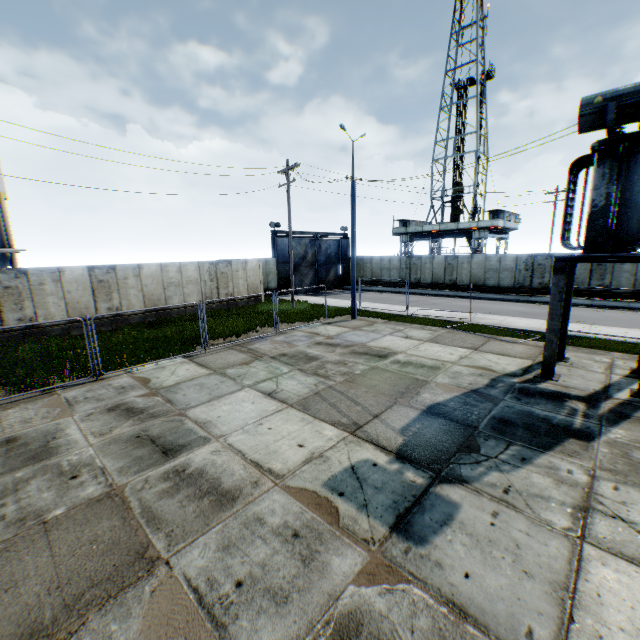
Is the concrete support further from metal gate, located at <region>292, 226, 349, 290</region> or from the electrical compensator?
metal gate, located at <region>292, 226, 349, 290</region>

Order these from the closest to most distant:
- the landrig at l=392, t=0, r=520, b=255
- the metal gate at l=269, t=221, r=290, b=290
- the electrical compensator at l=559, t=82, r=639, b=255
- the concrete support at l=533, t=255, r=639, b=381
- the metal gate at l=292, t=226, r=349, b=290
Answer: the electrical compensator at l=559, t=82, r=639, b=255 < the concrete support at l=533, t=255, r=639, b=381 < the metal gate at l=269, t=221, r=290, b=290 < the metal gate at l=292, t=226, r=349, b=290 < the landrig at l=392, t=0, r=520, b=255

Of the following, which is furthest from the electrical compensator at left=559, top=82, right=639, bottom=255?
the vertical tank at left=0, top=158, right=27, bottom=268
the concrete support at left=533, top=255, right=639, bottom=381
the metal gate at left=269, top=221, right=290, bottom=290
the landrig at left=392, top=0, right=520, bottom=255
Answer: the vertical tank at left=0, top=158, right=27, bottom=268

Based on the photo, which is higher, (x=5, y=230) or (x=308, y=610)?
(x=5, y=230)

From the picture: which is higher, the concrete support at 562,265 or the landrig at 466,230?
the landrig at 466,230

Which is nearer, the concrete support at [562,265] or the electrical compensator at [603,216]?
the electrical compensator at [603,216]

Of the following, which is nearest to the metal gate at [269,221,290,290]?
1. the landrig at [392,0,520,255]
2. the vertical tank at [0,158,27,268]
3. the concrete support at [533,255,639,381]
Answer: the landrig at [392,0,520,255]

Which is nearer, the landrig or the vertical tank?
the vertical tank
